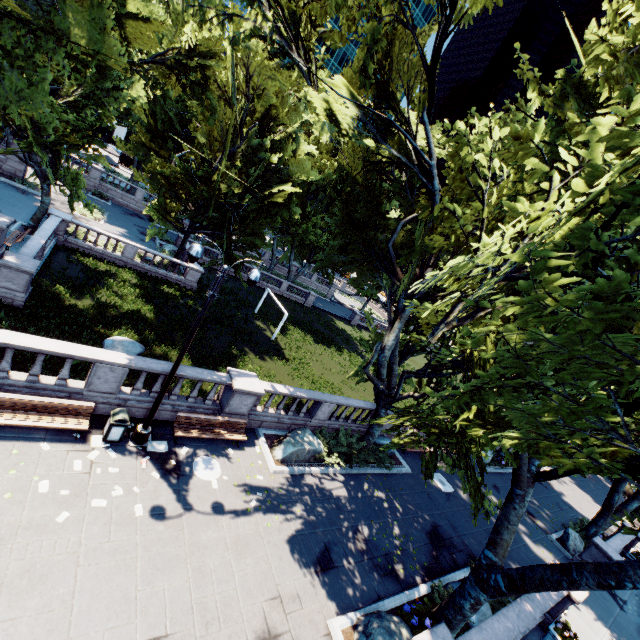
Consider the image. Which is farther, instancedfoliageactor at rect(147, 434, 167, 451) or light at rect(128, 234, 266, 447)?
instancedfoliageactor at rect(147, 434, 167, 451)

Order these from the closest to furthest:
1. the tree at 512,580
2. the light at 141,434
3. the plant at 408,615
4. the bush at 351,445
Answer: the tree at 512,580 → the light at 141,434 → the plant at 408,615 → the bush at 351,445

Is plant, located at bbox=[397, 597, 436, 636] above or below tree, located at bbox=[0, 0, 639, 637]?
below

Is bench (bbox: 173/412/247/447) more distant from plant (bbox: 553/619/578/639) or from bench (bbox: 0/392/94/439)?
plant (bbox: 553/619/578/639)

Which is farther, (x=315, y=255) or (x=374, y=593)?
(x=315, y=255)

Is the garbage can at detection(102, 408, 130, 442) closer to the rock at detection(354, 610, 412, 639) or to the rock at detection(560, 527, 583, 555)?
the rock at detection(354, 610, 412, 639)

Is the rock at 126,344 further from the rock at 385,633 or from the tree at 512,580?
the rock at 385,633

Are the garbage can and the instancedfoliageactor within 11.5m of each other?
yes
